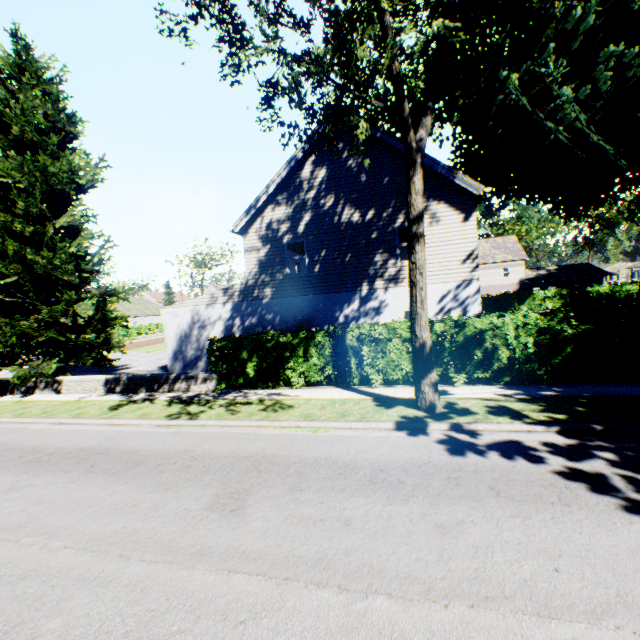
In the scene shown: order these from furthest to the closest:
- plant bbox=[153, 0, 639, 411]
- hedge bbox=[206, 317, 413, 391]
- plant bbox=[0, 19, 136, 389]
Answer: plant bbox=[0, 19, 136, 389]
hedge bbox=[206, 317, 413, 391]
plant bbox=[153, 0, 639, 411]

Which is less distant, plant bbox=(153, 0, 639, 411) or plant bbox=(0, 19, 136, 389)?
plant bbox=(153, 0, 639, 411)

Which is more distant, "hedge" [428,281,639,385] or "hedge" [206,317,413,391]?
"hedge" [206,317,413,391]

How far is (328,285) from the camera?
14.42m

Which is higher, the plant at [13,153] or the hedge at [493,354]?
the plant at [13,153]

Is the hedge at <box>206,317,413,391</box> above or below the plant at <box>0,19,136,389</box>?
below

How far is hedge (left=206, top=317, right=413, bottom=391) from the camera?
10.8 meters

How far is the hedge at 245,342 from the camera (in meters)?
10.79
